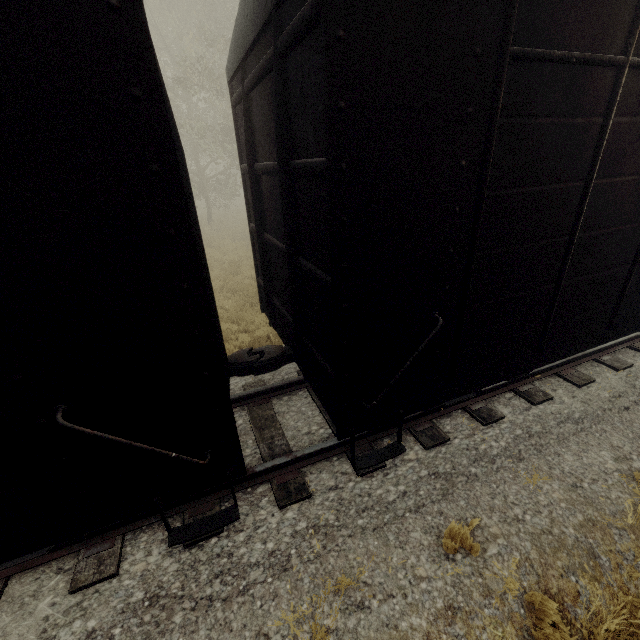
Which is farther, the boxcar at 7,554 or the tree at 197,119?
the tree at 197,119

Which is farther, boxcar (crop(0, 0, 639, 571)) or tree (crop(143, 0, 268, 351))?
tree (crop(143, 0, 268, 351))

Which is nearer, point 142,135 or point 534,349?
point 142,135
